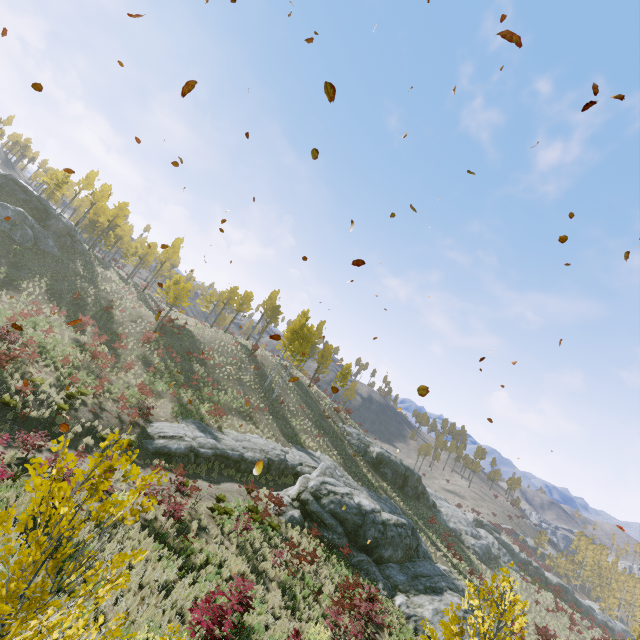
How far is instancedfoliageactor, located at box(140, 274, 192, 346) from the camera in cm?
3138

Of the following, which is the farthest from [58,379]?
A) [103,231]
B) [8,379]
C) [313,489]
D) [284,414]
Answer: [103,231]

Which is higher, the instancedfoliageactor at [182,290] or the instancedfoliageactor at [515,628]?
the instancedfoliageactor at [182,290]

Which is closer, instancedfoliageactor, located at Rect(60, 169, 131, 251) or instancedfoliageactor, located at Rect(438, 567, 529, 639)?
instancedfoliageactor, located at Rect(438, 567, 529, 639)

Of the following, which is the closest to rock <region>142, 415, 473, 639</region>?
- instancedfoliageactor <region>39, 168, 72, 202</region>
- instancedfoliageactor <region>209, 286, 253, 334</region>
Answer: instancedfoliageactor <region>39, 168, 72, 202</region>

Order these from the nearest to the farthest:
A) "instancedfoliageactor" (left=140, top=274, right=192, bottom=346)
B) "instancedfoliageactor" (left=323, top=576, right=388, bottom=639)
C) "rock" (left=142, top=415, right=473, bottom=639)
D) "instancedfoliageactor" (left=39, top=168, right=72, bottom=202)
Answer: "instancedfoliageactor" (left=323, top=576, right=388, bottom=639) < "rock" (left=142, top=415, right=473, bottom=639) < "instancedfoliageactor" (left=140, top=274, right=192, bottom=346) < "instancedfoliageactor" (left=39, top=168, right=72, bottom=202)

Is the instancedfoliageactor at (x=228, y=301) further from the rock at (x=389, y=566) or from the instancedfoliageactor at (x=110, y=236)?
the instancedfoliageactor at (x=110, y=236)
